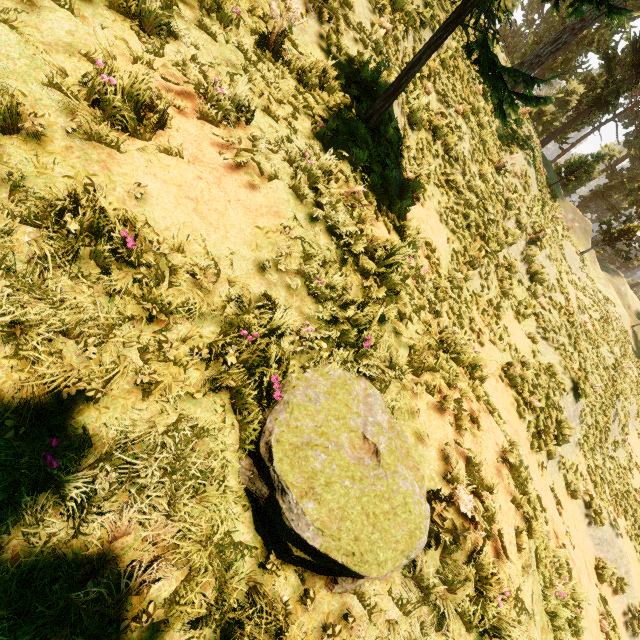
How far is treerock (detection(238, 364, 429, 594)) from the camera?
1.99m

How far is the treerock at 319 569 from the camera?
1.99m

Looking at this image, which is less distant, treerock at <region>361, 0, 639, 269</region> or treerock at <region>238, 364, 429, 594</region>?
treerock at <region>238, 364, 429, 594</region>

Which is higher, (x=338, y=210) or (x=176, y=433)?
(x=338, y=210)

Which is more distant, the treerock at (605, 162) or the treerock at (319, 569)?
the treerock at (605, 162)

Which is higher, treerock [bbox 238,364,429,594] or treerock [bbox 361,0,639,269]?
treerock [bbox 361,0,639,269]
